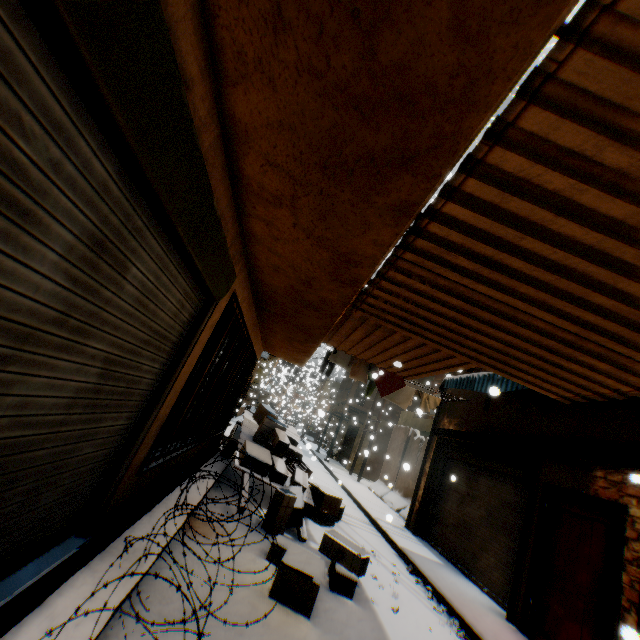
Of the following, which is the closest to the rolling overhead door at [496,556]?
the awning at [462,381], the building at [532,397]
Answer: the building at [532,397]

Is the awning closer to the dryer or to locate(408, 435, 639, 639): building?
locate(408, 435, 639, 639): building

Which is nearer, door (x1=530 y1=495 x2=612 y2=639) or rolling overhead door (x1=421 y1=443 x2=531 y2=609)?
door (x1=530 y1=495 x2=612 y2=639)

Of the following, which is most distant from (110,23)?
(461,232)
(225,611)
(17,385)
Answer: (225,611)

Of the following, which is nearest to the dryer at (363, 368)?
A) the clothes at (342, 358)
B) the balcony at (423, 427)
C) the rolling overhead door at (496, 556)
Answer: the clothes at (342, 358)

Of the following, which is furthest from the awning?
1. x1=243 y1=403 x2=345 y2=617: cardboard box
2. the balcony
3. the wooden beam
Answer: the balcony

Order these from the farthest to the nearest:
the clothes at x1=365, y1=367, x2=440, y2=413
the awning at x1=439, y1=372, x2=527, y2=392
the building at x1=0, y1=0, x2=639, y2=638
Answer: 1. the clothes at x1=365, y1=367, x2=440, y2=413
2. the awning at x1=439, y1=372, x2=527, y2=392
3. the building at x1=0, y1=0, x2=639, y2=638

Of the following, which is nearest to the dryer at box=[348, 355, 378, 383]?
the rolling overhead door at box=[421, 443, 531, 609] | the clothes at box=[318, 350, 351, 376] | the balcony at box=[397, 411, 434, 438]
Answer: the clothes at box=[318, 350, 351, 376]
